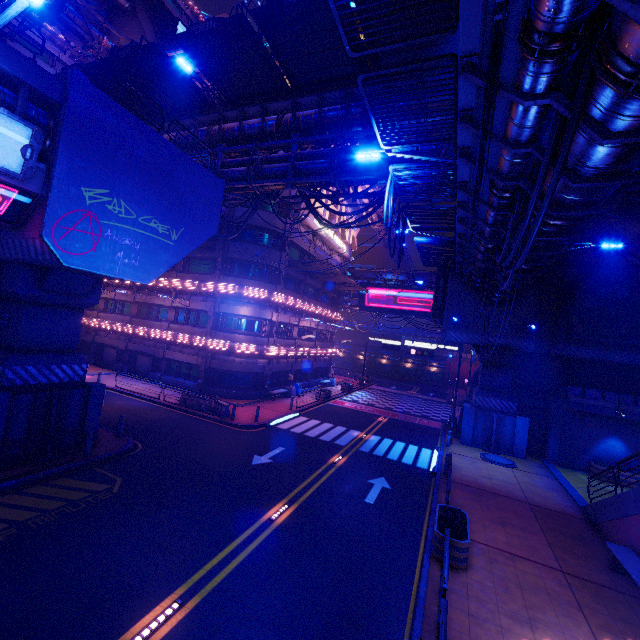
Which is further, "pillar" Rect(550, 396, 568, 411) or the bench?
"pillar" Rect(550, 396, 568, 411)

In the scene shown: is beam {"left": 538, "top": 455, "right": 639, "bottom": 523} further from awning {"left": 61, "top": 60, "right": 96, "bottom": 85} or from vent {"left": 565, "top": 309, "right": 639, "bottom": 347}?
awning {"left": 61, "top": 60, "right": 96, "bottom": 85}

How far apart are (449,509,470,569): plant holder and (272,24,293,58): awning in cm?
1848

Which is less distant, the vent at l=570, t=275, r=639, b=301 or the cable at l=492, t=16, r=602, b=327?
the cable at l=492, t=16, r=602, b=327

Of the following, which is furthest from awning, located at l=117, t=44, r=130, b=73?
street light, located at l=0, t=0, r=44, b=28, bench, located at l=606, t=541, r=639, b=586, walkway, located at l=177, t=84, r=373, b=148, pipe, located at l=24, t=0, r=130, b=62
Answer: bench, located at l=606, t=541, r=639, b=586

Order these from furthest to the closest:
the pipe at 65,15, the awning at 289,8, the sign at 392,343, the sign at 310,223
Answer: the sign at 310,223
the sign at 392,343
the pipe at 65,15
the awning at 289,8

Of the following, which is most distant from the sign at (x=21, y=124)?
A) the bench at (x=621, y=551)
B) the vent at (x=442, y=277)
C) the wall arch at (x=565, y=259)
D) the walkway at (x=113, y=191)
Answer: the wall arch at (x=565, y=259)

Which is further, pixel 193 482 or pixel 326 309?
pixel 326 309
